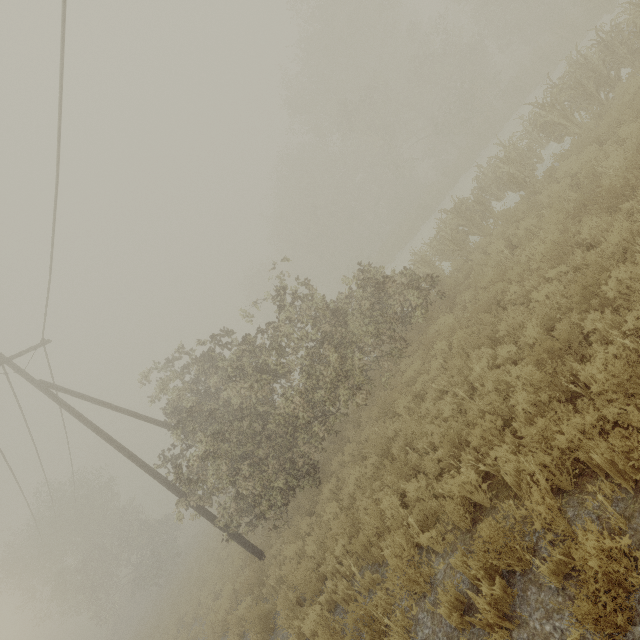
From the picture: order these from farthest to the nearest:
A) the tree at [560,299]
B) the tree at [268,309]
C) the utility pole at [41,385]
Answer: the utility pole at [41,385]
the tree at [268,309]
the tree at [560,299]

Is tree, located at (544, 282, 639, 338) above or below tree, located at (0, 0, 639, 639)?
below

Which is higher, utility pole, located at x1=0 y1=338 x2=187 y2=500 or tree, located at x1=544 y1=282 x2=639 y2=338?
utility pole, located at x1=0 y1=338 x2=187 y2=500

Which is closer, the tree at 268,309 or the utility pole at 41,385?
the tree at 268,309

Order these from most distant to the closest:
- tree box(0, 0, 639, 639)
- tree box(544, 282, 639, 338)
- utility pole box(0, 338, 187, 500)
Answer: utility pole box(0, 338, 187, 500)
tree box(0, 0, 639, 639)
tree box(544, 282, 639, 338)

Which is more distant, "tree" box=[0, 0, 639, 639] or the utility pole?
the utility pole

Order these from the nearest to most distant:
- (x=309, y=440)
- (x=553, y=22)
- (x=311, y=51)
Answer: (x=309, y=440) → (x=553, y=22) → (x=311, y=51)

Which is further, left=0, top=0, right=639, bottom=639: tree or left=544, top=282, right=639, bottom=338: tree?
left=0, top=0, right=639, bottom=639: tree
